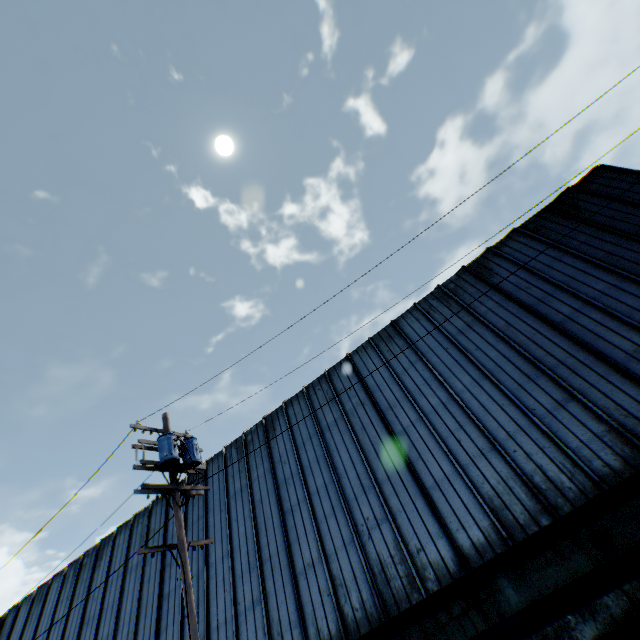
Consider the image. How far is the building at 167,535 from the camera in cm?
1620

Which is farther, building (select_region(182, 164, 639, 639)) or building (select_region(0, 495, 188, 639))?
building (select_region(0, 495, 188, 639))

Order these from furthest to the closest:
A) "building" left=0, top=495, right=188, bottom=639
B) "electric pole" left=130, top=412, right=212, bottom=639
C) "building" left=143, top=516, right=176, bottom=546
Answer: "building" left=143, top=516, right=176, bottom=546, "building" left=0, top=495, right=188, bottom=639, "electric pole" left=130, top=412, right=212, bottom=639

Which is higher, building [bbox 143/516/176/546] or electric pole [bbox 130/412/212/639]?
building [bbox 143/516/176/546]

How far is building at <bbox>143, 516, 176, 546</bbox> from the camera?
16.20m

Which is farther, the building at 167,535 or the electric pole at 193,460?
the building at 167,535

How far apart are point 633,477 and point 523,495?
2.63m
